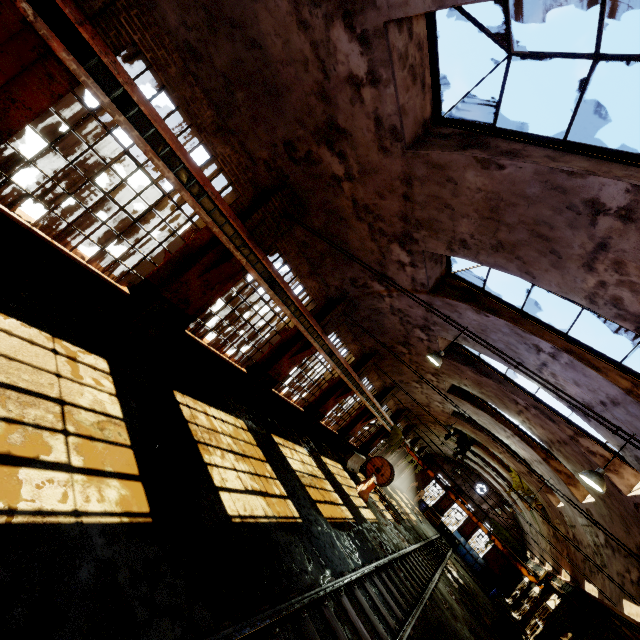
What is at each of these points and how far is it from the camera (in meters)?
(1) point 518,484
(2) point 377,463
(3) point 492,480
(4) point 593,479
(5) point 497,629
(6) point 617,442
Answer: (1) vine, 22.66
(2) cable drum, 22.88
(3) building, 32.47
(4) hanging light, 7.45
(5) cable drum, 17.39
(6) building, 8.70

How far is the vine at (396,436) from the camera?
23.3 meters

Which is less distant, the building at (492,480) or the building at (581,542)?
the building at (581,542)

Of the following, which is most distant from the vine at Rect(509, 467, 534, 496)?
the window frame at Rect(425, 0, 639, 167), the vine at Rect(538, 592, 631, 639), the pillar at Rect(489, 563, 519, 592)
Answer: the window frame at Rect(425, 0, 639, 167)

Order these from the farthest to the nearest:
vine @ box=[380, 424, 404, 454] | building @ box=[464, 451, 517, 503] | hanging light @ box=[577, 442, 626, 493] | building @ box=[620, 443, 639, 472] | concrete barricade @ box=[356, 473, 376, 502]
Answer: building @ box=[464, 451, 517, 503]
vine @ box=[380, 424, 404, 454]
concrete barricade @ box=[356, 473, 376, 502]
building @ box=[620, 443, 639, 472]
hanging light @ box=[577, 442, 626, 493]

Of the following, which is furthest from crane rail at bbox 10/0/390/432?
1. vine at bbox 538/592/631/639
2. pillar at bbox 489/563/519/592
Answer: pillar at bbox 489/563/519/592

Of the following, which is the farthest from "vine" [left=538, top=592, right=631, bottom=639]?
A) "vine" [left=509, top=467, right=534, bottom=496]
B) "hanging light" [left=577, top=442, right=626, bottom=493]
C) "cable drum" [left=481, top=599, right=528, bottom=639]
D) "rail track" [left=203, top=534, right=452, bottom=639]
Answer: "hanging light" [left=577, top=442, right=626, bottom=493]

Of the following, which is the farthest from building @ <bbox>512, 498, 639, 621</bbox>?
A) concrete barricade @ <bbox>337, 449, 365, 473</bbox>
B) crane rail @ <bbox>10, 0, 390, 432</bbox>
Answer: concrete barricade @ <bbox>337, 449, 365, 473</bbox>
